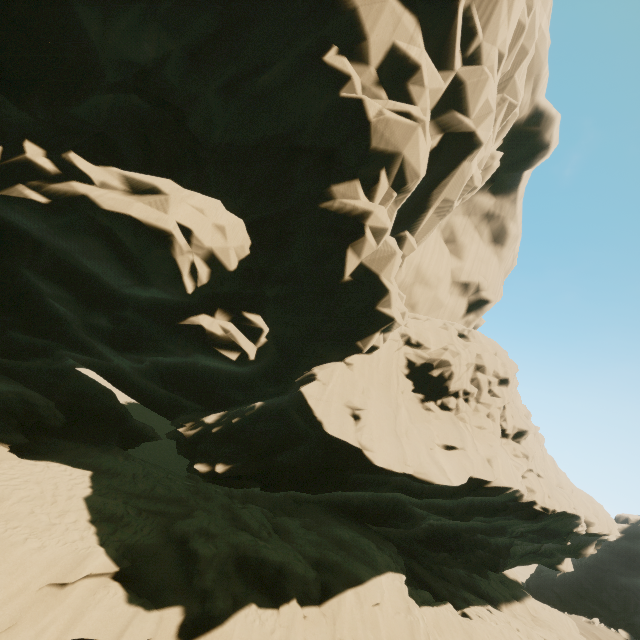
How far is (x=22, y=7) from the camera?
11.67m
